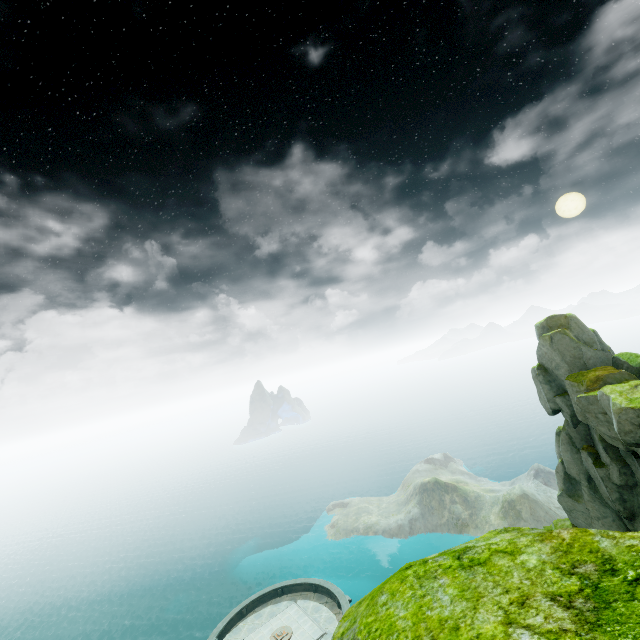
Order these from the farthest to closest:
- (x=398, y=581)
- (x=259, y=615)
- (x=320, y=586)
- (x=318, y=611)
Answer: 1. (x=320, y=586)
2. (x=259, y=615)
3. (x=318, y=611)
4. (x=398, y=581)
